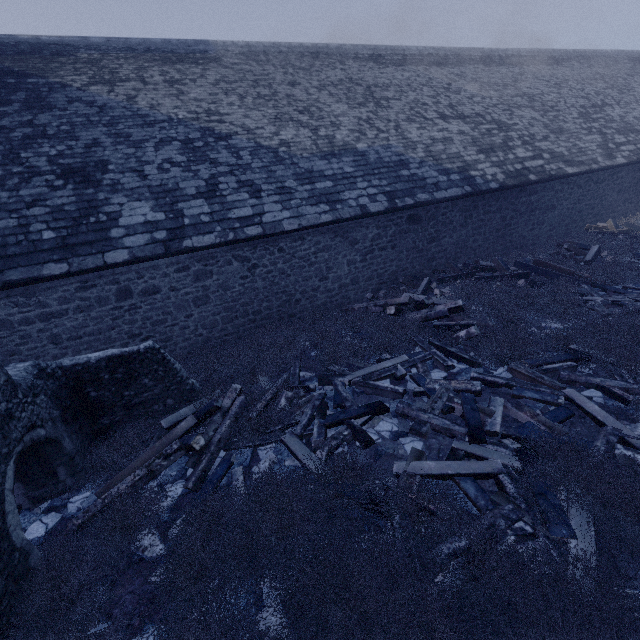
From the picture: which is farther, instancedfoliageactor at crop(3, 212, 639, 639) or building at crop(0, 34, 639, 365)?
building at crop(0, 34, 639, 365)

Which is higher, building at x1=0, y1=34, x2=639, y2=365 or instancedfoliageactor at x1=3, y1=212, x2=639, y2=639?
building at x1=0, y1=34, x2=639, y2=365

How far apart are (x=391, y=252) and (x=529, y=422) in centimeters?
658cm

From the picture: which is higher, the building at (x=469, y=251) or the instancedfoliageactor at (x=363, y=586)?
the building at (x=469, y=251)

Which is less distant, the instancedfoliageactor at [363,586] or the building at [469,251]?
the instancedfoliageactor at [363,586]
